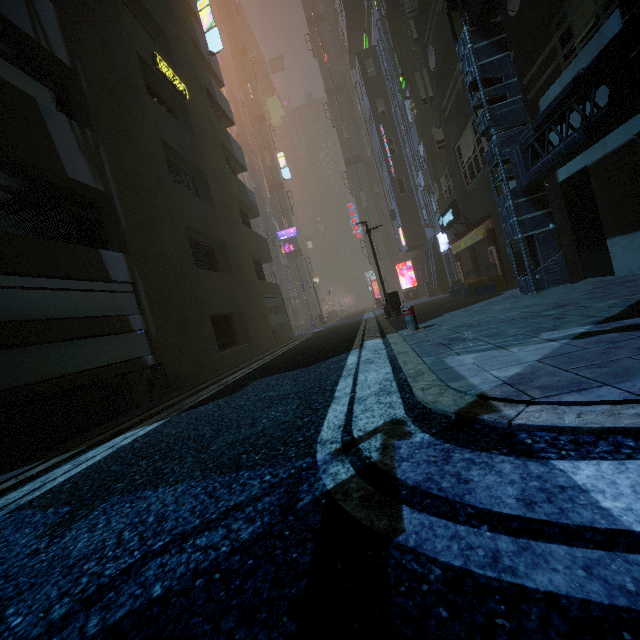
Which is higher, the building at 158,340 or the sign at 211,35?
the sign at 211,35

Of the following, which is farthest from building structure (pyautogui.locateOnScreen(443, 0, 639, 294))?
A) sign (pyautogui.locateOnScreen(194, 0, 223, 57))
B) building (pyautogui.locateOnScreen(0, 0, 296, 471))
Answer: sign (pyautogui.locateOnScreen(194, 0, 223, 57))

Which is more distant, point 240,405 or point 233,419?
point 240,405

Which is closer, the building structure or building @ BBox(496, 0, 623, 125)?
the building structure

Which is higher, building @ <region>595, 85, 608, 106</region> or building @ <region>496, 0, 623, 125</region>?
building @ <region>496, 0, 623, 125</region>

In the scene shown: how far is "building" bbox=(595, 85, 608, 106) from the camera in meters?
6.0 m

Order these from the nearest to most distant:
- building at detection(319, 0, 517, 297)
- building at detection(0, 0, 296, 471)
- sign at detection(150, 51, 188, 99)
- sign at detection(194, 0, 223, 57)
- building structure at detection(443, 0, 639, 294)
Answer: building structure at detection(443, 0, 639, 294), building at detection(0, 0, 296, 471), sign at detection(150, 51, 188, 99), building at detection(319, 0, 517, 297), sign at detection(194, 0, 223, 57)

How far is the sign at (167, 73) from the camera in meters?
11.6 m
